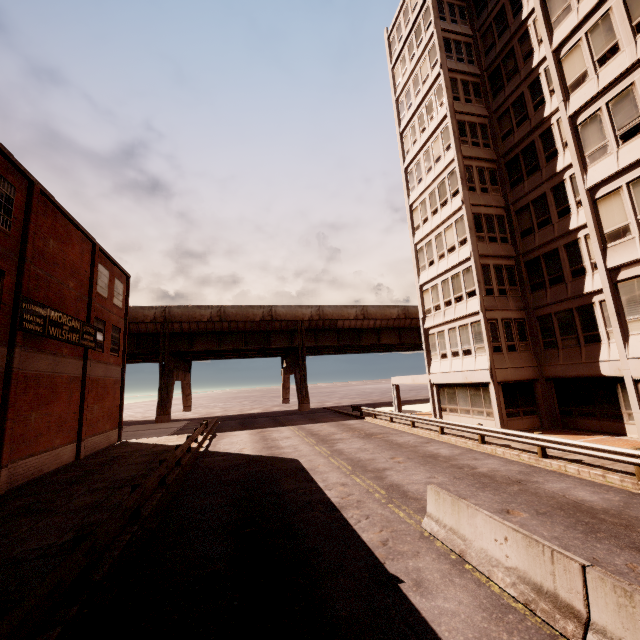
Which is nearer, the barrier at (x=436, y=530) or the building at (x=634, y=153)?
the barrier at (x=436, y=530)

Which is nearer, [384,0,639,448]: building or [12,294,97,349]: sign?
[384,0,639,448]: building

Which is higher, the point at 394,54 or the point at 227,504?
the point at 394,54

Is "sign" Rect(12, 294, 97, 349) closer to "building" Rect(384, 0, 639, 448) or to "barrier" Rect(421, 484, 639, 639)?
"barrier" Rect(421, 484, 639, 639)

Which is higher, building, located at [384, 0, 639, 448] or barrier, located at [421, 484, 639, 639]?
building, located at [384, 0, 639, 448]

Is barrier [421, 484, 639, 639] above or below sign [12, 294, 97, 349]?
below

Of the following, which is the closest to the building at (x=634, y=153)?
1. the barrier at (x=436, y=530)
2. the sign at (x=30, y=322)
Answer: the barrier at (x=436, y=530)

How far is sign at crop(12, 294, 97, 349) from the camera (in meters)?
14.15
